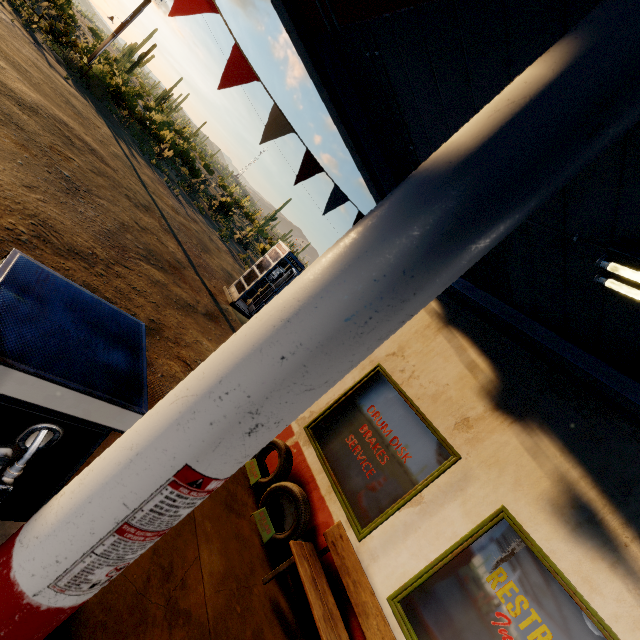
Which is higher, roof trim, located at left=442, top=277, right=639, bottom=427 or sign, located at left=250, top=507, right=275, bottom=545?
roof trim, located at left=442, top=277, right=639, bottom=427

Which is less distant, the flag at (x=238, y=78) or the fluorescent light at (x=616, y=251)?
the fluorescent light at (x=616, y=251)

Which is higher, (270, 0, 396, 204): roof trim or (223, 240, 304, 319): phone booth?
(270, 0, 396, 204): roof trim

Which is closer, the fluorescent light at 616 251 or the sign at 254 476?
the fluorescent light at 616 251

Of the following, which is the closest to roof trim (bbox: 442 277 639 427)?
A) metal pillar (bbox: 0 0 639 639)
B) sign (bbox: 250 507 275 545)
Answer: metal pillar (bbox: 0 0 639 639)

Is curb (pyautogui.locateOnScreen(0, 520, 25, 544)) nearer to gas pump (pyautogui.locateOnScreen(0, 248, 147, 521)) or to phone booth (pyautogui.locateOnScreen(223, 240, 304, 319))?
gas pump (pyautogui.locateOnScreen(0, 248, 147, 521))

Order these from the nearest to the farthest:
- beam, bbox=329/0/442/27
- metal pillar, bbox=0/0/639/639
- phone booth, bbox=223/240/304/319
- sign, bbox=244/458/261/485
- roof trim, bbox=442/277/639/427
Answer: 1. metal pillar, bbox=0/0/639/639
2. beam, bbox=329/0/442/27
3. roof trim, bbox=442/277/639/427
4. sign, bbox=244/458/261/485
5. phone booth, bbox=223/240/304/319

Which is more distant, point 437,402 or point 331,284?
point 437,402
